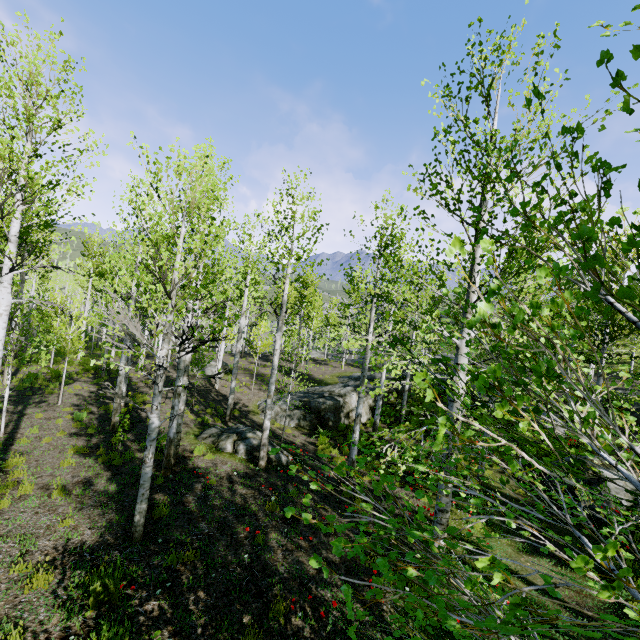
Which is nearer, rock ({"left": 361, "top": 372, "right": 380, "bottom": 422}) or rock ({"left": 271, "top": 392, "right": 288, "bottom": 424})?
rock ({"left": 271, "top": 392, "right": 288, "bottom": 424})

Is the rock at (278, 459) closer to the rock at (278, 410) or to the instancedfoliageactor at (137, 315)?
the instancedfoliageactor at (137, 315)

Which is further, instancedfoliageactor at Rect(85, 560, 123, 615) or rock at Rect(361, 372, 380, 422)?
rock at Rect(361, 372, 380, 422)

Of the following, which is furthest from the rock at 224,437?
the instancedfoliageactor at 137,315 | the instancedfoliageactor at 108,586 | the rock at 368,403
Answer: the instancedfoliageactor at 108,586

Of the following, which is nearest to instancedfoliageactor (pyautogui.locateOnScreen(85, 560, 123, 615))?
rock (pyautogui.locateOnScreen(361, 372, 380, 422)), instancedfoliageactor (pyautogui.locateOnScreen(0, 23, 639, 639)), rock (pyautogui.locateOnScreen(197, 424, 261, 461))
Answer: rock (pyautogui.locateOnScreen(361, 372, 380, 422))

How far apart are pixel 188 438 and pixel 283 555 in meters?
6.8 m

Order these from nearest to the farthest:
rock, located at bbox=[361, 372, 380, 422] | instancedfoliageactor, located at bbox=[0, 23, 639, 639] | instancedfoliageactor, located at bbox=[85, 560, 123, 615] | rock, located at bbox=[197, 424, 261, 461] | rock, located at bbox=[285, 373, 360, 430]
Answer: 1. instancedfoliageactor, located at bbox=[0, 23, 639, 639]
2. instancedfoliageactor, located at bbox=[85, 560, 123, 615]
3. rock, located at bbox=[197, 424, 261, 461]
4. rock, located at bbox=[285, 373, 360, 430]
5. rock, located at bbox=[361, 372, 380, 422]

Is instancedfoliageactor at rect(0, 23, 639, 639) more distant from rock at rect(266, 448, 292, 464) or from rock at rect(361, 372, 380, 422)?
rock at rect(361, 372, 380, 422)
